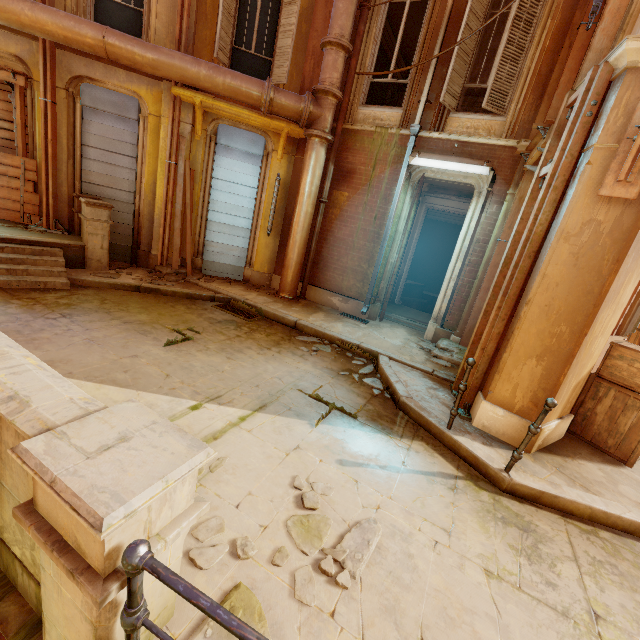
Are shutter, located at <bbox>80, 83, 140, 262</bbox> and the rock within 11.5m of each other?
no

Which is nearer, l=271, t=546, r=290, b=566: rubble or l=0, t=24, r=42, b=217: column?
l=271, t=546, r=290, b=566: rubble

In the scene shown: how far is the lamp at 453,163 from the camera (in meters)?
6.58

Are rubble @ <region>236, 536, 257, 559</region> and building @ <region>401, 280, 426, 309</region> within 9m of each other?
no

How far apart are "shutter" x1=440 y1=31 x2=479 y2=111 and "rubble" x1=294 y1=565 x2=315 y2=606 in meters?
7.7

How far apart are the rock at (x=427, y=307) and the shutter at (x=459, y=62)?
10.0m

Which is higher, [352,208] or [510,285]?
[352,208]

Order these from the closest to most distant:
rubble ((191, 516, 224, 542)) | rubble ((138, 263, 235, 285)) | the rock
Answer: rubble ((191, 516, 224, 542)), rubble ((138, 263, 235, 285)), the rock
